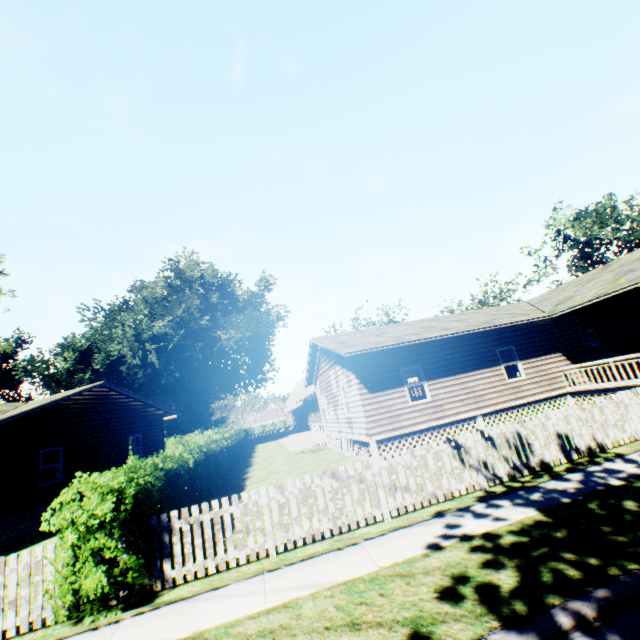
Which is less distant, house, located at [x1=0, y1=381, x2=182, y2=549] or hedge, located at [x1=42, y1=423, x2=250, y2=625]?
hedge, located at [x1=42, y1=423, x2=250, y2=625]

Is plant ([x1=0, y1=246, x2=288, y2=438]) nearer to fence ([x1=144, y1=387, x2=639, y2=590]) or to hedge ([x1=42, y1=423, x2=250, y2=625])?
hedge ([x1=42, y1=423, x2=250, y2=625])

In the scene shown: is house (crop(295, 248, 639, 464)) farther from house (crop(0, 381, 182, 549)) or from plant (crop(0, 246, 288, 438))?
plant (crop(0, 246, 288, 438))

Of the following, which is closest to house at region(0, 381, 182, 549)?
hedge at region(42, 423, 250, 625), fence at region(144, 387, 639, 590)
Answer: hedge at region(42, 423, 250, 625)

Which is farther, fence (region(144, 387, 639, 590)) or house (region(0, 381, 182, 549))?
house (region(0, 381, 182, 549))

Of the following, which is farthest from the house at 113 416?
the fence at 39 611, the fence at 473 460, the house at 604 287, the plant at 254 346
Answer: the fence at 473 460

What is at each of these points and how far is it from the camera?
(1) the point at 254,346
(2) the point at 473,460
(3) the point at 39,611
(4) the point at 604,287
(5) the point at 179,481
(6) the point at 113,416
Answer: (1) plant, 42.12m
(2) fence, 7.69m
(3) fence, 5.57m
(4) house, 13.30m
(5) hedge, 8.48m
(6) house, 19.00m
